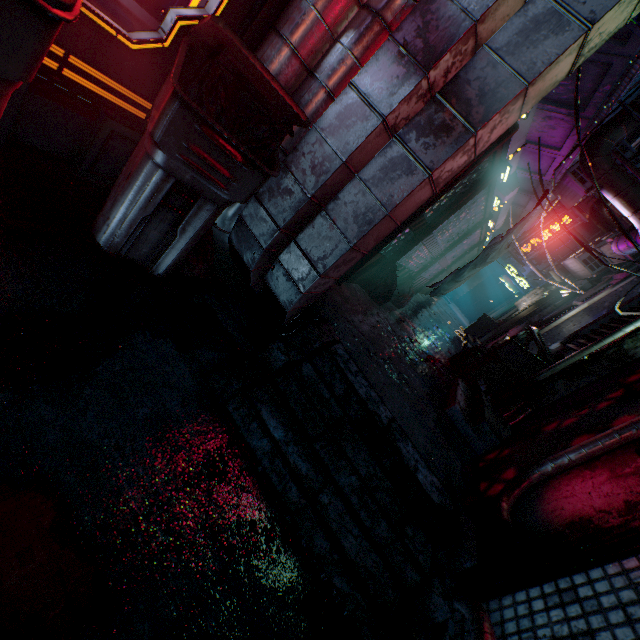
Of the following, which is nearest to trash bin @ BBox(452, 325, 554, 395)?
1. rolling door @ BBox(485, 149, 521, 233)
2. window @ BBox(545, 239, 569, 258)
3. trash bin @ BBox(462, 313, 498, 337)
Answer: rolling door @ BBox(485, 149, 521, 233)

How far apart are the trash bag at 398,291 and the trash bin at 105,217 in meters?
2.0

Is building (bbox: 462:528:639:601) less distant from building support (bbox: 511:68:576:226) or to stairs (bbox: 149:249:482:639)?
stairs (bbox: 149:249:482:639)

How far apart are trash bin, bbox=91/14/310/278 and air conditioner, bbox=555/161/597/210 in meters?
6.4 m

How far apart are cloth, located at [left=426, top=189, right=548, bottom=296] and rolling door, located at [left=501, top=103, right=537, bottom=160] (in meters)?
1.28

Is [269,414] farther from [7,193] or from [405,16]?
[405,16]

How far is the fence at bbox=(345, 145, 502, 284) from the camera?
2.9m

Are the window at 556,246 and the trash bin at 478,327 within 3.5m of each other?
no
